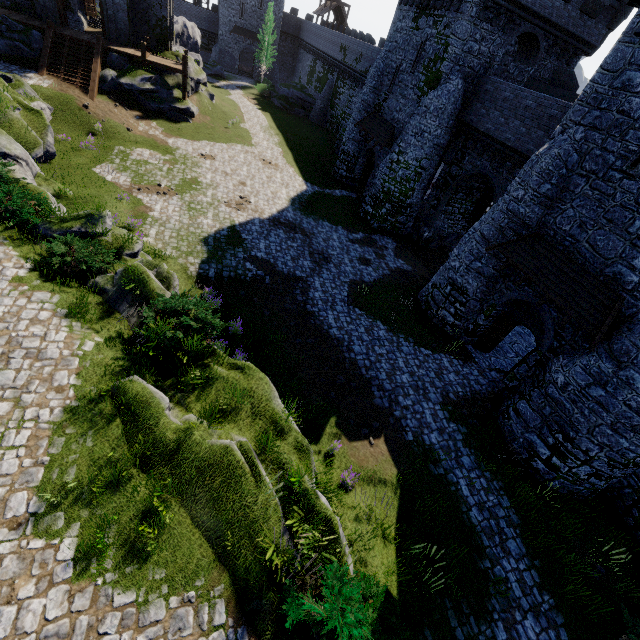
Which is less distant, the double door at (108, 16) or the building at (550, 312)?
the building at (550, 312)

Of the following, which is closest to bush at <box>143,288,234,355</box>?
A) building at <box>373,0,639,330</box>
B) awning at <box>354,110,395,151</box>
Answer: building at <box>373,0,639,330</box>

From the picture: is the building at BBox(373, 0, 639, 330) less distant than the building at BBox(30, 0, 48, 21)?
Yes

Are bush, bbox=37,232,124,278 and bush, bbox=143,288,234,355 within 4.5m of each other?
yes

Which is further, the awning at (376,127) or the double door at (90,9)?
the double door at (90,9)

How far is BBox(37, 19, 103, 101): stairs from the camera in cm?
2267

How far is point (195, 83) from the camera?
31.1 meters

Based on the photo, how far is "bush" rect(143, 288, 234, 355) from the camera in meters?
9.2 m
